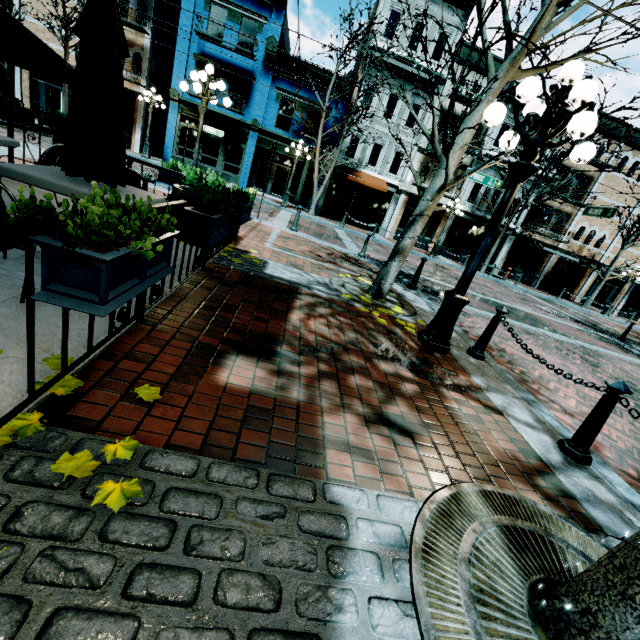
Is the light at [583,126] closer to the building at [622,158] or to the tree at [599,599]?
the tree at [599,599]

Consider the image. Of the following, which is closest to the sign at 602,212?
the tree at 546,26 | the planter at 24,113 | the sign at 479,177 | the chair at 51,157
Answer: the sign at 479,177

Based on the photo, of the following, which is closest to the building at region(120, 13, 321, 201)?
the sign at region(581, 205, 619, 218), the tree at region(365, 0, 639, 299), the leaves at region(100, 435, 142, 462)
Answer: the sign at region(581, 205, 619, 218)

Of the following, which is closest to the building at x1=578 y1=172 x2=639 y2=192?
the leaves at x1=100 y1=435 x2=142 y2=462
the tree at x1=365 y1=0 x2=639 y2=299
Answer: the tree at x1=365 y1=0 x2=639 y2=299

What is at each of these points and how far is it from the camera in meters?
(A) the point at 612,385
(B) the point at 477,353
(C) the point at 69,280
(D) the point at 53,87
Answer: (A) chain link post, 2.9
(B) chain link post, 4.9
(C) planter, 1.5
(D) building, 20.4

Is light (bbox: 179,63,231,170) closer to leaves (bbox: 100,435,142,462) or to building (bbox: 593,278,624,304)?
leaves (bbox: 100,435,142,462)

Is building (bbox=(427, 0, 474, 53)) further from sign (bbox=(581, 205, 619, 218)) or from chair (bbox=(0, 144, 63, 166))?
chair (bbox=(0, 144, 63, 166))

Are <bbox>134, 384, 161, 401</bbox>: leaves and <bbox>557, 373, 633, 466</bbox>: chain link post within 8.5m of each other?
yes
